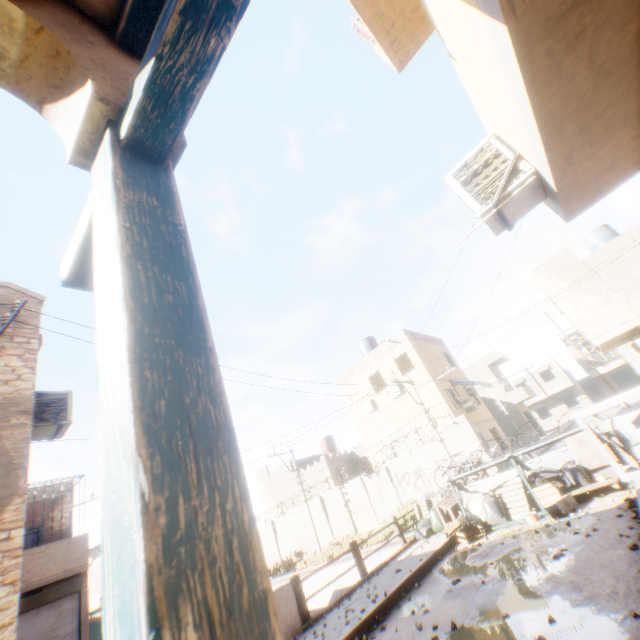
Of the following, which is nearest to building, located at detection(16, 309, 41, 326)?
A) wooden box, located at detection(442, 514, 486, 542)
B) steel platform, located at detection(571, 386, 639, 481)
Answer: steel platform, located at detection(571, 386, 639, 481)

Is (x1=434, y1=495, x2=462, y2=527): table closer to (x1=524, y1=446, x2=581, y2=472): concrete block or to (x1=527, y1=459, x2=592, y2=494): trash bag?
(x1=524, y1=446, x2=581, y2=472): concrete block

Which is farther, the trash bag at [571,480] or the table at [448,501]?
the table at [448,501]

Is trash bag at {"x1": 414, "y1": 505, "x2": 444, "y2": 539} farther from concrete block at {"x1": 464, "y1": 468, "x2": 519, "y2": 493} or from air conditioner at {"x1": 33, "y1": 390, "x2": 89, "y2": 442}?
air conditioner at {"x1": 33, "y1": 390, "x2": 89, "y2": 442}

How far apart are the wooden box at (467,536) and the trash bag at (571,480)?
1.8 meters

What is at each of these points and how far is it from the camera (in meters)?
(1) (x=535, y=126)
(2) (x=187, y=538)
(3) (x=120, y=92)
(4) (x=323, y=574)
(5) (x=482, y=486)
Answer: (1) building, 2.73
(2) wooden beam, 0.50
(3) building, 1.11
(4) concrete channel, 17.83
(5) concrete block, 10.41

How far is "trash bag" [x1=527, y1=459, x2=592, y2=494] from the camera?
8.7 meters

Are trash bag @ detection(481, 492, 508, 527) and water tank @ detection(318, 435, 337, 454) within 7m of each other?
no
